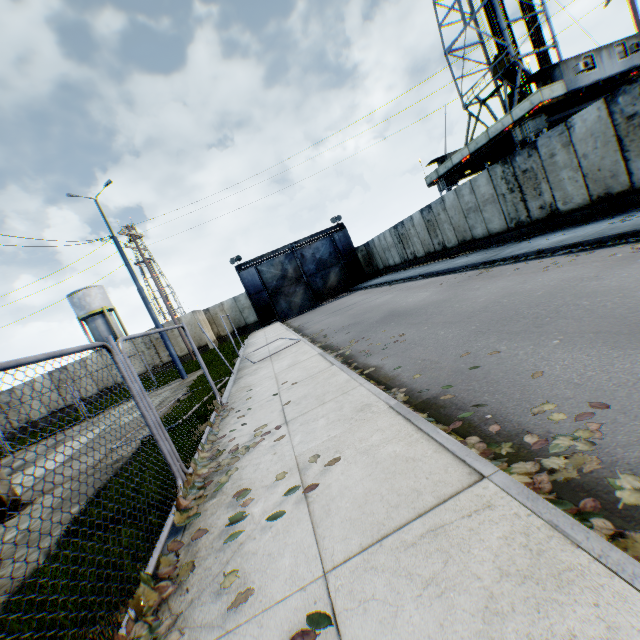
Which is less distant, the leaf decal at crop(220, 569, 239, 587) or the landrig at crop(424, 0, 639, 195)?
the leaf decal at crop(220, 569, 239, 587)

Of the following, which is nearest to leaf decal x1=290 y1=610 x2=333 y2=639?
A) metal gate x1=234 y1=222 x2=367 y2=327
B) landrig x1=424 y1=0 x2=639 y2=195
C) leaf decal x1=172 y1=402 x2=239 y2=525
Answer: leaf decal x1=172 y1=402 x2=239 y2=525

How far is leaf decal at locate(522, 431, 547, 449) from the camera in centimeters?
273cm

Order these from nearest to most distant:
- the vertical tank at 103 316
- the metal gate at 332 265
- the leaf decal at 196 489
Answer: the leaf decal at 196 489, the metal gate at 332 265, the vertical tank at 103 316

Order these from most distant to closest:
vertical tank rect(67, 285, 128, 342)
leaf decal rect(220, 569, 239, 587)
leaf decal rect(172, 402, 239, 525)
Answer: vertical tank rect(67, 285, 128, 342) → leaf decal rect(172, 402, 239, 525) → leaf decal rect(220, 569, 239, 587)

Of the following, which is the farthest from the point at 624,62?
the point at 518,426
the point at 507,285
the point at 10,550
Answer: the point at 10,550

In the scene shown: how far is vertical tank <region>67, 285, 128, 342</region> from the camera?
39.2m

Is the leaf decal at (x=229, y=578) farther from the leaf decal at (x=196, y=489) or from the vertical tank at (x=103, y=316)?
the vertical tank at (x=103, y=316)
